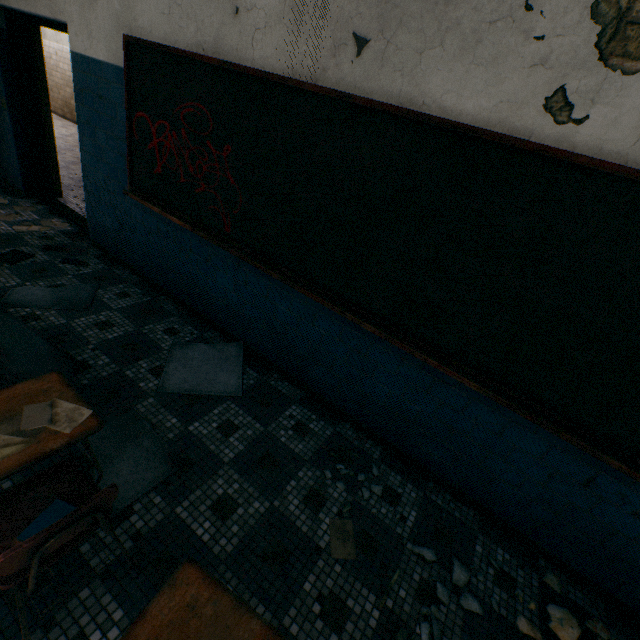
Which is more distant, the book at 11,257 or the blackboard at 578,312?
the book at 11,257

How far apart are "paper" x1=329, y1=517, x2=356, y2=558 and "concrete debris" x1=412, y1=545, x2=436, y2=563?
0.40m

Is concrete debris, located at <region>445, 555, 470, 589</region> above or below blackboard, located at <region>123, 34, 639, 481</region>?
below

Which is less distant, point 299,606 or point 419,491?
point 299,606

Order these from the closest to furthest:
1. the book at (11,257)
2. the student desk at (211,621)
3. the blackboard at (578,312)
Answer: the student desk at (211,621) < the blackboard at (578,312) < the book at (11,257)

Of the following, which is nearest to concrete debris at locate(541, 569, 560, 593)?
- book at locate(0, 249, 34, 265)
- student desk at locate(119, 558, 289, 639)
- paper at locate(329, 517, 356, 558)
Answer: paper at locate(329, 517, 356, 558)

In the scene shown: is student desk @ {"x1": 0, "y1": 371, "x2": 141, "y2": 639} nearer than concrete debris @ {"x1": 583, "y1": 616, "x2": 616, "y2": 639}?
Yes

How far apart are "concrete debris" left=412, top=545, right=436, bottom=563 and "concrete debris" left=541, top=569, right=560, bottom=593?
0.4 meters
